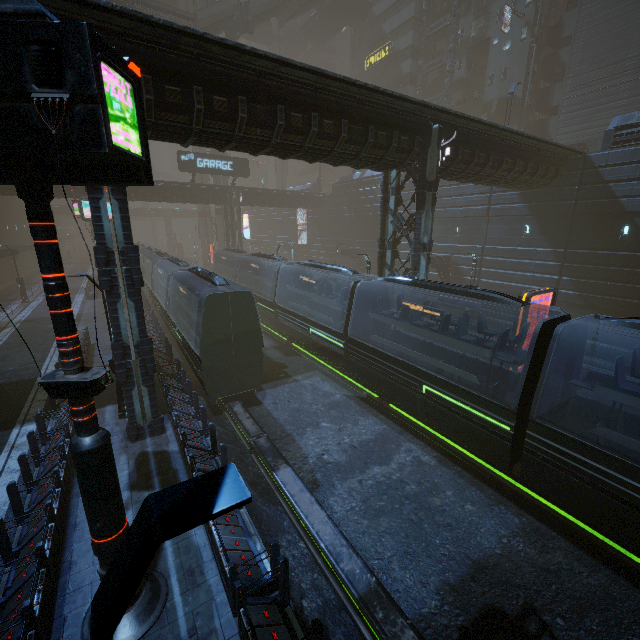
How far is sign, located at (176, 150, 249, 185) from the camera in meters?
33.5 m

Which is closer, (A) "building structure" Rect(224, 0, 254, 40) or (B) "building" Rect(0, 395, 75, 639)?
(B) "building" Rect(0, 395, 75, 639)

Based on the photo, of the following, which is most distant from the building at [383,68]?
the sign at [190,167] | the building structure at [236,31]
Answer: Answer: the building structure at [236,31]

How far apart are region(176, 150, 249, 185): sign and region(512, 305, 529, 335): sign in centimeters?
3324cm

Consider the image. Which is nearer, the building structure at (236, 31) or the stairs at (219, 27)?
the stairs at (219, 27)

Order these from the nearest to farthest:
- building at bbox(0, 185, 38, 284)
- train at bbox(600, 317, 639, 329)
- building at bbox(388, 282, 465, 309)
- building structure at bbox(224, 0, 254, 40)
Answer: train at bbox(600, 317, 639, 329), building at bbox(388, 282, 465, 309), building at bbox(0, 185, 38, 284), building structure at bbox(224, 0, 254, 40)

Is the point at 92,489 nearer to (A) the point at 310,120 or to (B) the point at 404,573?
(B) the point at 404,573
